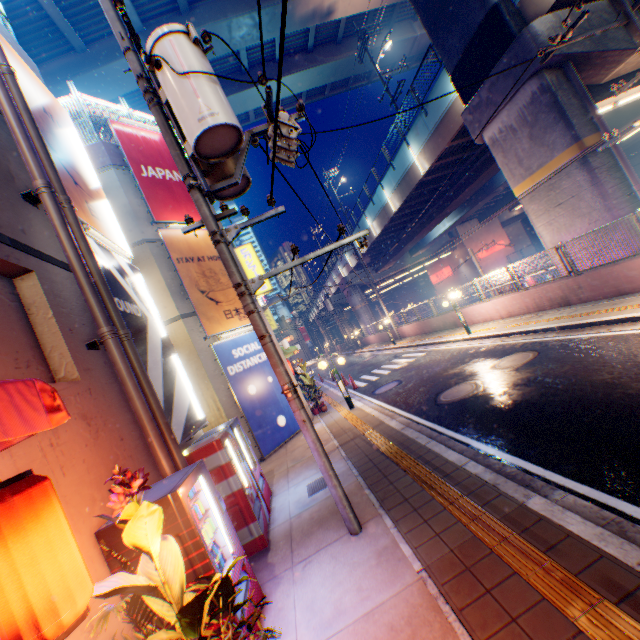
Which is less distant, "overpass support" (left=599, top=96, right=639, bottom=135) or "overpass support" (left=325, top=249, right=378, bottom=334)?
"overpass support" (left=599, top=96, right=639, bottom=135)

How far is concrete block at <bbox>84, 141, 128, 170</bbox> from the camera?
11.46m

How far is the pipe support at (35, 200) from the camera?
4.9 meters

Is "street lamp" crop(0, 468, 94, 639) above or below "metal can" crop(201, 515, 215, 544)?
above

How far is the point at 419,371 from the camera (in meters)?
14.05

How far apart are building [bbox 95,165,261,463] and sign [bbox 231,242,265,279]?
3.03m

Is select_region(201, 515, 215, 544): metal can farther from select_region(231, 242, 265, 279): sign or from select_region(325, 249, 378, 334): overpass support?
select_region(325, 249, 378, 334): overpass support

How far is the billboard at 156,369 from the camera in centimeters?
604cm
